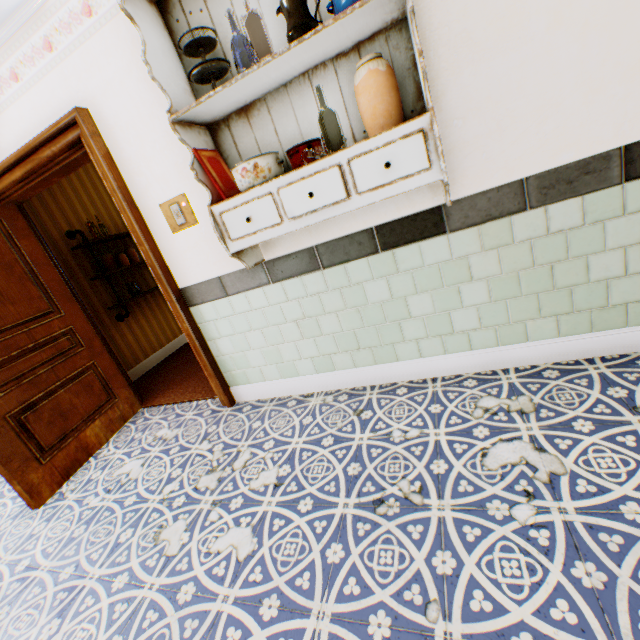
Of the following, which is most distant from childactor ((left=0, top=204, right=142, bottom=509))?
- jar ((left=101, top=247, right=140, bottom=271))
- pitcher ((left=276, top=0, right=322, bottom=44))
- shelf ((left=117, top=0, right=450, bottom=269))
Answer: pitcher ((left=276, top=0, right=322, bottom=44))

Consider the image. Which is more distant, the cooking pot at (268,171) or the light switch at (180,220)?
the light switch at (180,220)

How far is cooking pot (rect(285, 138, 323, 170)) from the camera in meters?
1.7 m

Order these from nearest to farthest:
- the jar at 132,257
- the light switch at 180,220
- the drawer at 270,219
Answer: the drawer at 270,219 < the light switch at 180,220 < the jar at 132,257

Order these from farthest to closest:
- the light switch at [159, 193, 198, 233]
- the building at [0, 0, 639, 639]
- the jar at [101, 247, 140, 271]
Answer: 1. the jar at [101, 247, 140, 271]
2. the light switch at [159, 193, 198, 233]
3. the building at [0, 0, 639, 639]

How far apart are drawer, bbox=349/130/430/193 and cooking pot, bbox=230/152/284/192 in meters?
0.1

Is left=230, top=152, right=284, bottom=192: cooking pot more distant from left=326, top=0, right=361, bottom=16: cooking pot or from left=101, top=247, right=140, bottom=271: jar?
left=101, top=247, right=140, bottom=271: jar

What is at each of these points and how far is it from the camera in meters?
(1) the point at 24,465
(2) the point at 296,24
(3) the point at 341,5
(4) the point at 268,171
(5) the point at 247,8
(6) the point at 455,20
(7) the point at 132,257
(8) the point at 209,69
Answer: (1) childactor, 2.4 m
(2) pitcher, 1.4 m
(3) cooking pot, 1.3 m
(4) cooking pot, 1.7 m
(5) shelf, 1.6 m
(6) building, 1.5 m
(7) jar, 4.6 m
(8) tray, 1.6 m
